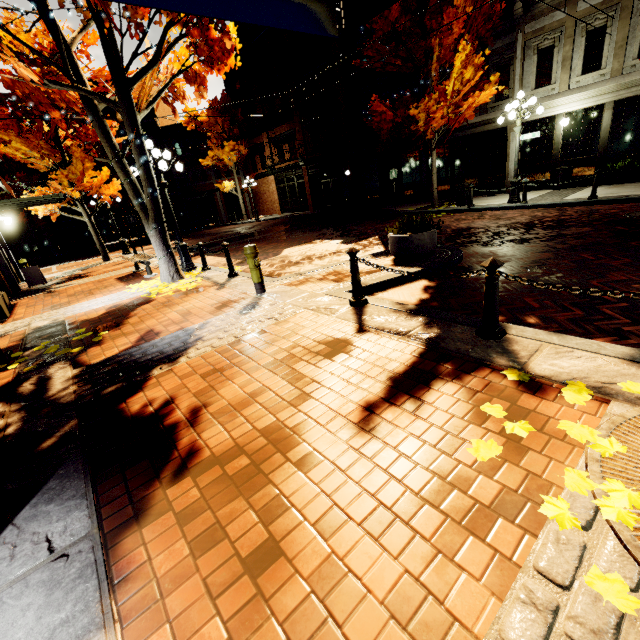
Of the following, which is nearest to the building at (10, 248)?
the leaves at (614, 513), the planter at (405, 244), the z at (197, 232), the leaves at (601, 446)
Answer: the z at (197, 232)

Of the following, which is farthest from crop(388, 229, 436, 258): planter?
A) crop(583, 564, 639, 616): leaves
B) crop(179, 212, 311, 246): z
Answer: crop(179, 212, 311, 246): z

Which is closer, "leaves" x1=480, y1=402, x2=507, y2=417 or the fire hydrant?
"leaves" x1=480, y1=402, x2=507, y2=417

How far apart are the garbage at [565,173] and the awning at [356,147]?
7.4m

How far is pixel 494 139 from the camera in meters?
15.8 m

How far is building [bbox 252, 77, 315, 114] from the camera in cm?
2306

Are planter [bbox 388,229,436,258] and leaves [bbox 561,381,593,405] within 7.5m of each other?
yes

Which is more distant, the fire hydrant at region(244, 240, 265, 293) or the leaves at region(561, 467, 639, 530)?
the fire hydrant at region(244, 240, 265, 293)
